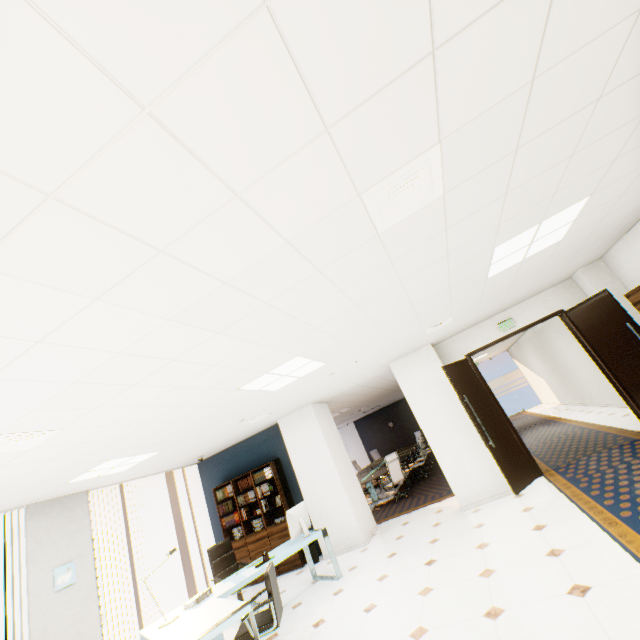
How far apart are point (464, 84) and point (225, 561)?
7.7 meters

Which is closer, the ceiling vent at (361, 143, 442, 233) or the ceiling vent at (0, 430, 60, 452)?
the ceiling vent at (361, 143, 442, 233)

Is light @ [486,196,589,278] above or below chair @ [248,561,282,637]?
above

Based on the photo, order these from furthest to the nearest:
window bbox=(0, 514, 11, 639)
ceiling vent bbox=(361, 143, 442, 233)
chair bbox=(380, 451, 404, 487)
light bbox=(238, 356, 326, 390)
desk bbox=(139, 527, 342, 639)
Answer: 1. chair bbox=(380, 451, 404, 487)
2. window bbox=(0, 514, 11, 639)
3. light bbox=(238, 356, 326, 390)
4. desk bbox=(139, 527, 342, 639)
5. ceiling vent bbox=(361, 143, 442, 233)

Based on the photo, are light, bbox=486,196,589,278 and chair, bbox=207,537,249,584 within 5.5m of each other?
no

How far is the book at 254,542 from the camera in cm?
716

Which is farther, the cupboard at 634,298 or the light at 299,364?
the cupboard at 634,298

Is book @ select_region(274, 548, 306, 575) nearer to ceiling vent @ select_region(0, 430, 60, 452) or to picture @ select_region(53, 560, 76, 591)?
picture @ select_region(53, 560, 76, 591)
